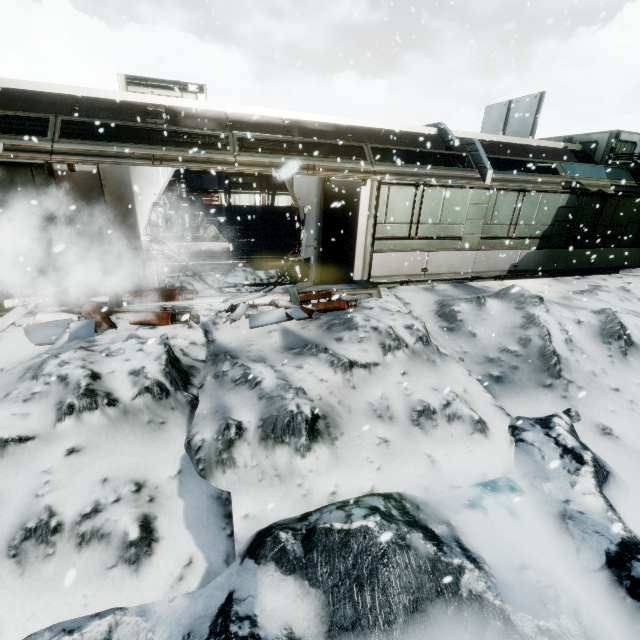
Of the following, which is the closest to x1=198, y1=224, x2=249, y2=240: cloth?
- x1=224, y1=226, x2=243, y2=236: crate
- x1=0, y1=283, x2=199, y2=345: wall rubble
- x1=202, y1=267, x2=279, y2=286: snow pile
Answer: x1=224, y1=226, x2=243, y2=236: crate

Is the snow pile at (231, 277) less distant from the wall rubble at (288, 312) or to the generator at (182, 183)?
the wall rubble at (288, 312)

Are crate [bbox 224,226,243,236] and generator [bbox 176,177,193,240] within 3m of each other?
yes

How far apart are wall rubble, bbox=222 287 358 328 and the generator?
7.6m

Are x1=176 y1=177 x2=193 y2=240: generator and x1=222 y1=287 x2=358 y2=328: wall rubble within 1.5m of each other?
no

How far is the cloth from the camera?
14.25m

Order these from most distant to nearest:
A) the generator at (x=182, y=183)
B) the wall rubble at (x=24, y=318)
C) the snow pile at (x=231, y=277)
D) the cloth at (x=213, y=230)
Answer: the cloth at (x=213, y=230) < the generator at (x=182, y=183) < the snow pile at (x=231, y=277) < the wall rubble at (x=24, y=318)

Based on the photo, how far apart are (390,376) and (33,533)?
4.9 meters
